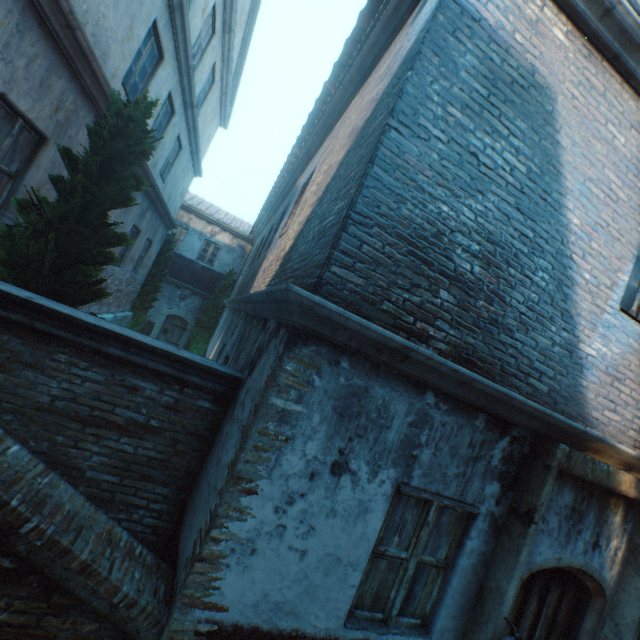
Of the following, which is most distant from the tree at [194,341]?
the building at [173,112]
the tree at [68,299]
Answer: the building at [173,112]

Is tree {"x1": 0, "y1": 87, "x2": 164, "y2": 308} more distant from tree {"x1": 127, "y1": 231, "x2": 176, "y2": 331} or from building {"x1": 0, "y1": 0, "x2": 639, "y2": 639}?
building {"x1": 0, "y1": 0, "x2": 639, "y2": 639}

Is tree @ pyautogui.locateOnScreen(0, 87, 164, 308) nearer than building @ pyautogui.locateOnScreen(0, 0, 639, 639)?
No

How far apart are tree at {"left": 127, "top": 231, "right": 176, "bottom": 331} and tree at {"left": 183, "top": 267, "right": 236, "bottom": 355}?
3.0m

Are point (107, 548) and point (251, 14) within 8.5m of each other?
no

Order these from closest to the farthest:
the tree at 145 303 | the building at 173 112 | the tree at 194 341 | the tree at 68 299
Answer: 1. the building at 173 112
2. the tree at 68 299
3. the tree at 145 303
4. the tree at 194 341

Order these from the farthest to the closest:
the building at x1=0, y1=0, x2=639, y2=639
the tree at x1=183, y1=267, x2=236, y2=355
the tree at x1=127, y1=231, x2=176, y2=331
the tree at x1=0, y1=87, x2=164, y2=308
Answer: the tree at x1=183, y1=267, x2=236, y2=355, the tree at x1=127, y1=231, x2=176, y2=331, the tree at x1=0, y1=87, x2=164, y2=308, the building at x1=0, y1=0, x2=639, y2=639

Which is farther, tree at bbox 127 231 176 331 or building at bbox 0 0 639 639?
tree at bbox 127 231 176 331
